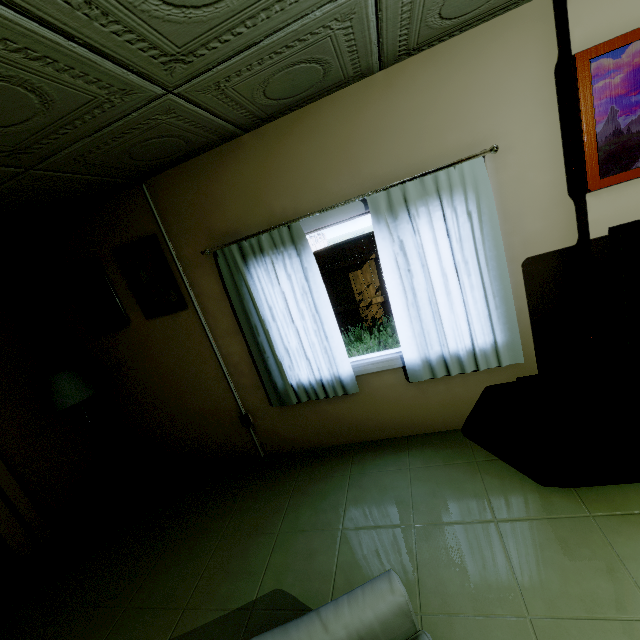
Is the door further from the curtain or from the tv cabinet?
the tv cabinet

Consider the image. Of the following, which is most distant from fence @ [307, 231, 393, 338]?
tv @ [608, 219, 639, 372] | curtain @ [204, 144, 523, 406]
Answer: tv @ [608, 219, 639, 372]

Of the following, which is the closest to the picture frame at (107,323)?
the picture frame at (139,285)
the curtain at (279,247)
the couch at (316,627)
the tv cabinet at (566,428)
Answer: the picture frame at (139,285)

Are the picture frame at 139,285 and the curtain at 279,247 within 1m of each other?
yes

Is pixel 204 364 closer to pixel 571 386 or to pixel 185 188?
pixel 185 188

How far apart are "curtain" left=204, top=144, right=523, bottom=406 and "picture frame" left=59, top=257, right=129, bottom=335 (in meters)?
1.11

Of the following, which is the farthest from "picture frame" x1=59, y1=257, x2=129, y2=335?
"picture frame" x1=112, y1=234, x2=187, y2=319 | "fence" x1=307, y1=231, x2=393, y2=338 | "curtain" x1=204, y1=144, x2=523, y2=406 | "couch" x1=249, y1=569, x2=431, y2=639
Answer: "fence" x1=307, y1=231, x2=393, y2=338

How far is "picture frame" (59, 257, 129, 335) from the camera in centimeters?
304cm
